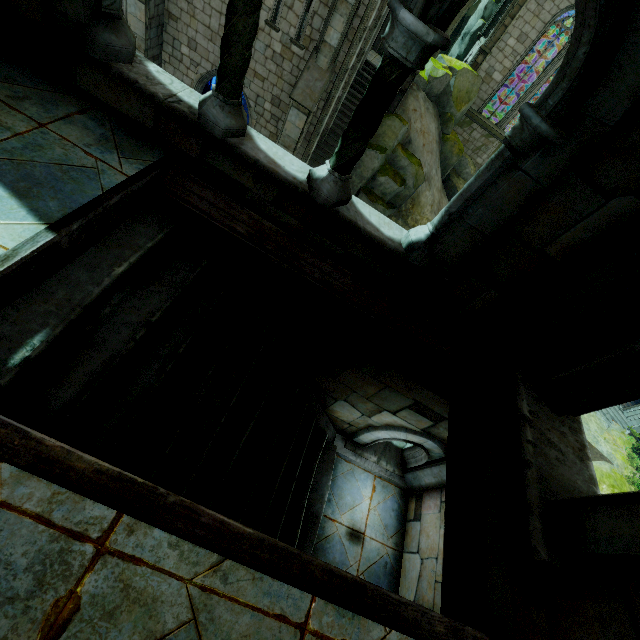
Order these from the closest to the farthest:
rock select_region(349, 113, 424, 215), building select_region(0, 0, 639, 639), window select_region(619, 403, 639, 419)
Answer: building select_region(0, 0, 639, 639)
rock select_region(349, 113, 424, 215)
window select_region(619, 403, 639, 419)

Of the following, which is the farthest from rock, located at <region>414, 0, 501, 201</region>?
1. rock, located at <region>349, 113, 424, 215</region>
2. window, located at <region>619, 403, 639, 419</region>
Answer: window, located at <region>619, 403, 639, 419</region>

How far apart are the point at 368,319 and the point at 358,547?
3.9 meters

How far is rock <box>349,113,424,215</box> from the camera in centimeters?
1833cm

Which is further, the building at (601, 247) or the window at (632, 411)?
the window at (632, 411)

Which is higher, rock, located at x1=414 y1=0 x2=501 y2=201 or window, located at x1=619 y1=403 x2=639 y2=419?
rock, located at x1=414 y1=0 x2=501 y2=201

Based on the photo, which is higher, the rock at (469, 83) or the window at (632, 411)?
the rock at (469, 83)

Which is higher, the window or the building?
the building
